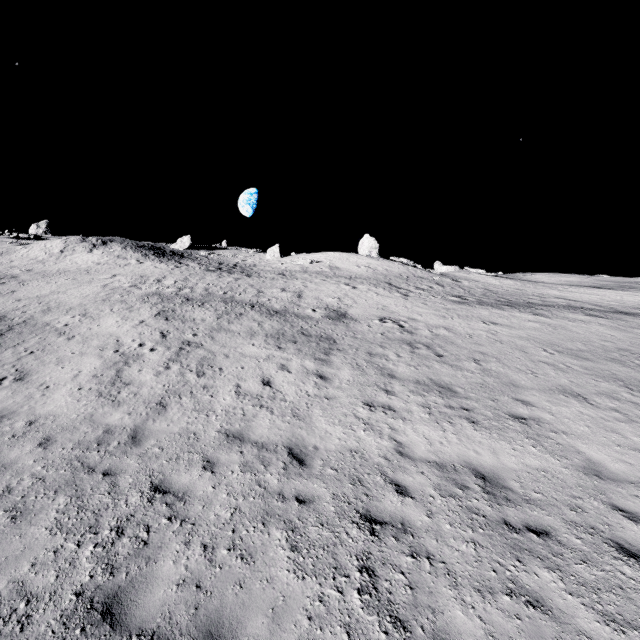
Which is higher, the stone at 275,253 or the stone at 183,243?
the stone at 183,243

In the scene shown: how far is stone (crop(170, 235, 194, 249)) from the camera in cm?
5188

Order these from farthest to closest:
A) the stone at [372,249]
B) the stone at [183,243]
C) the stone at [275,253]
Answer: the stone at [183,243]
the stone at [275,253]
the stone at [372,249]

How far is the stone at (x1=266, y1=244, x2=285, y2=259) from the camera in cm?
5119

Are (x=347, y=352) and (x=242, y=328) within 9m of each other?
yes

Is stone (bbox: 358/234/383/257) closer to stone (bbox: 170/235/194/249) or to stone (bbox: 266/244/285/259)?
stone (bbox: 266/244/285/259)

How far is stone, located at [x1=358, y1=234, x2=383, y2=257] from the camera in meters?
43.8 m

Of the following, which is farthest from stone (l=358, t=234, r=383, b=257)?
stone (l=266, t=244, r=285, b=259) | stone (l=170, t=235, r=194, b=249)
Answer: stone (l=170, t=235, r=194, b=249)
